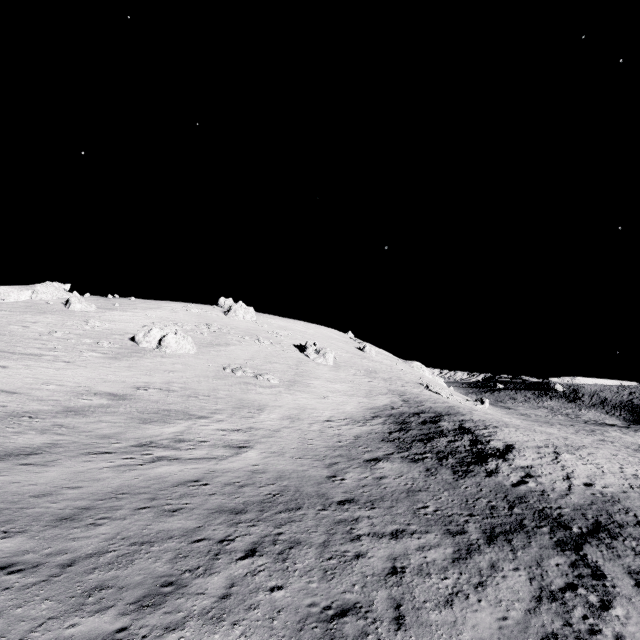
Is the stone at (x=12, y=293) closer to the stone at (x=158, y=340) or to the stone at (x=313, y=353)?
the stone at (x=158, y=340)

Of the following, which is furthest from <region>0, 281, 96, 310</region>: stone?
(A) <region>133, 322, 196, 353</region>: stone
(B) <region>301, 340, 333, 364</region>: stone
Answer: (B) <region>301, 340, 333, 364</region>: stone

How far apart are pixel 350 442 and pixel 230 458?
9.5 meters

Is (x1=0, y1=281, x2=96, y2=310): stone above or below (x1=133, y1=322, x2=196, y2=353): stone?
above

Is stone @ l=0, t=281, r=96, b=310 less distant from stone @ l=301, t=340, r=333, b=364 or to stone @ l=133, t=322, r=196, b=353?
stone @ l=133, t=322, r=196, b=353

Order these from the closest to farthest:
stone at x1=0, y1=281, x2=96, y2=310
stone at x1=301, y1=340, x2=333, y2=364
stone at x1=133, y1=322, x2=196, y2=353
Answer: stone at x1=133, y1=322, x2=196, y2=353
stone at x1=0, y1=281, x2=96, y2=310
stone at x1=301, y1=340, x2=333, y2=364

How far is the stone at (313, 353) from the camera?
54.8 meters

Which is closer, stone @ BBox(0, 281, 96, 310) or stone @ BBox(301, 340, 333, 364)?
stone @ BBox(0, 281, 96, 310)
